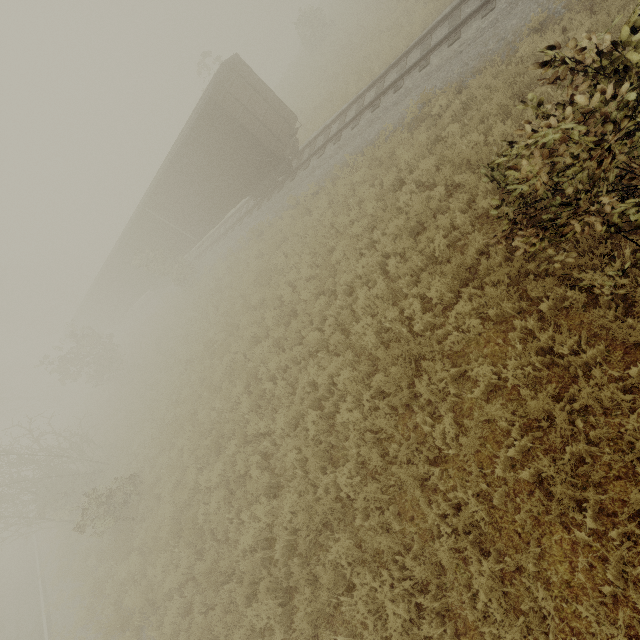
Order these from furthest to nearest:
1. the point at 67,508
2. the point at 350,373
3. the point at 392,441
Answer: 1. the point at 67,508
2. the point at 350,373
3. the point at 392,441

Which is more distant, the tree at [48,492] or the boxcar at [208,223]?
the boxcar at [208,223]

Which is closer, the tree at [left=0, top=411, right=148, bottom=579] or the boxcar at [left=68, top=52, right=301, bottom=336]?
the tree at [left=0, top=411, right=148, bottom=579]

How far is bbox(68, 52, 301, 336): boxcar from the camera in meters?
13.7 m

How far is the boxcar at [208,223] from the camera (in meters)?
13.68
